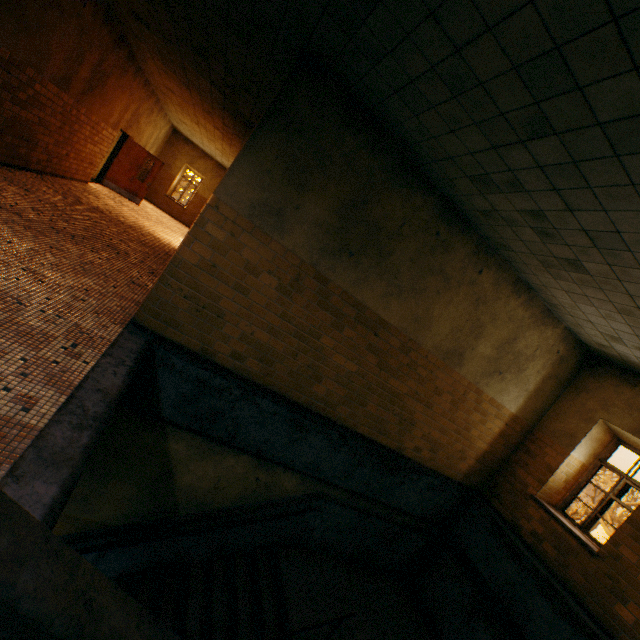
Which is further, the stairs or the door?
the door

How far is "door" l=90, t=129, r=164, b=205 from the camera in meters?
12.4

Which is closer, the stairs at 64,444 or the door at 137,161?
the stairs at 64,444

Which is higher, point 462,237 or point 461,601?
point 462,237

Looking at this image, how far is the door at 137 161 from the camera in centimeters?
1235cm
